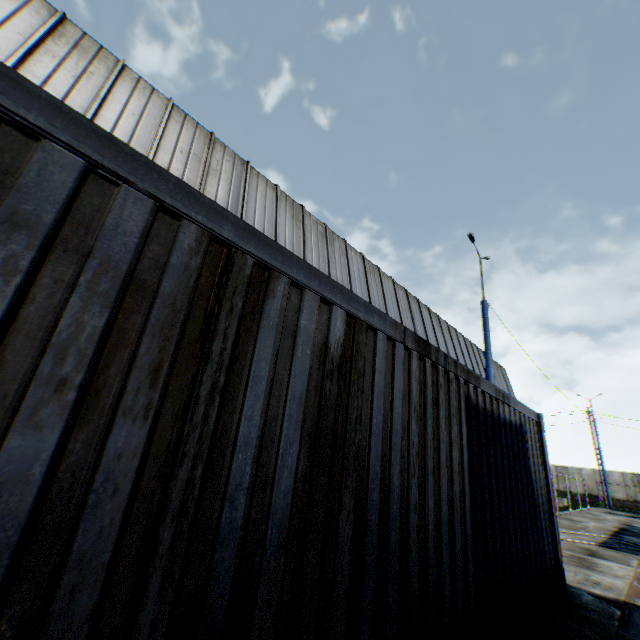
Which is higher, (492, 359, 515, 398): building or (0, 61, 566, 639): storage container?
(492, 359, 515, 398): building

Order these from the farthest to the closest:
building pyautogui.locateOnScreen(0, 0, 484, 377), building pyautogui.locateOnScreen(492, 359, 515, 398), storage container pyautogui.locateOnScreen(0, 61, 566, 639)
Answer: building pyautogui.locateOnScreen(492, 359, 515, 398), building pyautogui.locateOnScreen(0, 0, 484, 377), storage container pyautogui.locateOnScreen(0, 61, 566, 639)

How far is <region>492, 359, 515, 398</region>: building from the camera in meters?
27.8

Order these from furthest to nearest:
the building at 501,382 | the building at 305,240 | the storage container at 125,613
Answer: the building at 501,382 < the building at 305,240 < the storage container at 125,613

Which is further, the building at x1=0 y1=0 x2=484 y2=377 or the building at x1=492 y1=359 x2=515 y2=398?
the building at x1=492 y1=359 x2=515 y2=398

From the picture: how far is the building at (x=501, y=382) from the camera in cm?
2778

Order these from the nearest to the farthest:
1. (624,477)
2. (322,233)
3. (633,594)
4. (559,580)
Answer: (559,580)
(633,594)
(322,233)
(624,477)
